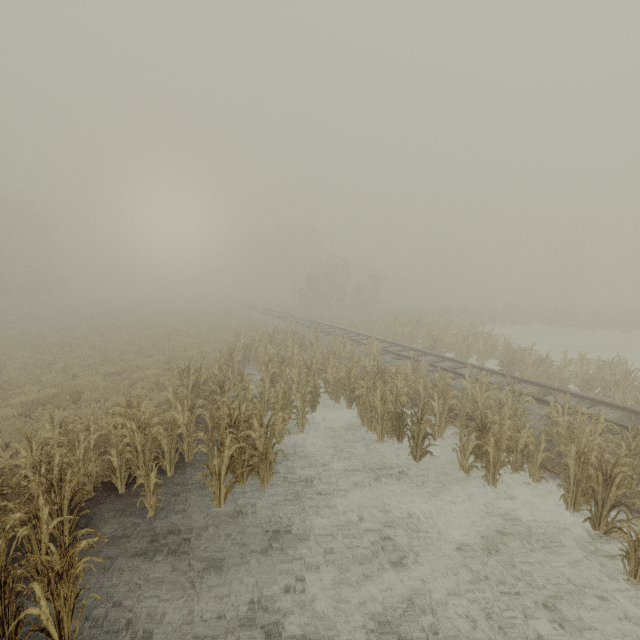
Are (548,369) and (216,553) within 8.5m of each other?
no
